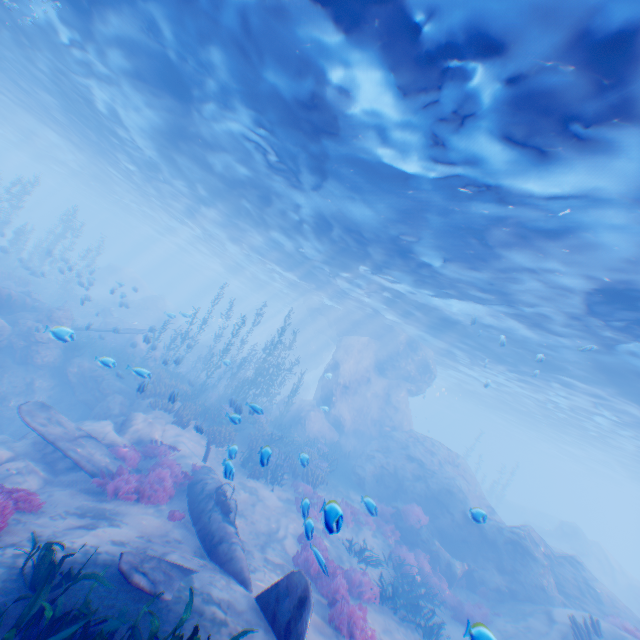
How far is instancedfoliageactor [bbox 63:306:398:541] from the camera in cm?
1505

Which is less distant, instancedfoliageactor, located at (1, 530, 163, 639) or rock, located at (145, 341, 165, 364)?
instancedfoliageactor, located at (1, 530, 163, 639)

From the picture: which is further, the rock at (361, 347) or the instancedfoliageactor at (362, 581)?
the rock at (361, 347)

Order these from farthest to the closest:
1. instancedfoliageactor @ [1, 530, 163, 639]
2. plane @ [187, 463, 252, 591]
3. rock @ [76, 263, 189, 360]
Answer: rock @ [76, 263, 189, 360], plane @ [187, 463, 252, 591], instancedfoliageactor @ [1, 530, 163, 639]

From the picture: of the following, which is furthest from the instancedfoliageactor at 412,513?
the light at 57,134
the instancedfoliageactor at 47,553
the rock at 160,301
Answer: the light at 57,134

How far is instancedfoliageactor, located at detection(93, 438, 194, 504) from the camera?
9.23m

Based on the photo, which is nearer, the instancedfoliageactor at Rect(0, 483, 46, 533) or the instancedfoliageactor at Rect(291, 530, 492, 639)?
the instancedfoliageactor at Rect(0, 483, 46, 533)

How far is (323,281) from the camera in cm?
2742
